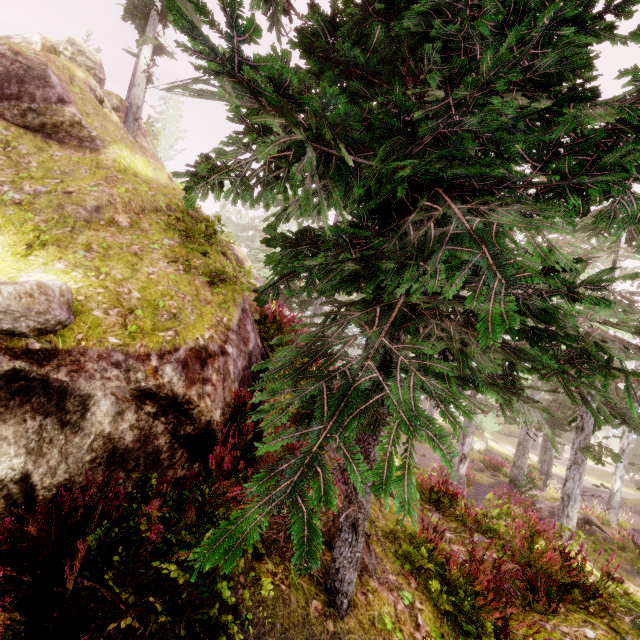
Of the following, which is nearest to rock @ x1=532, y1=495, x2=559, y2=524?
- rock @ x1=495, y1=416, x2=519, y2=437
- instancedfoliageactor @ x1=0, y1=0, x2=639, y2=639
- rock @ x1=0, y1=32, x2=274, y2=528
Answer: instancedfoliageactor @ x1=0, y1=0, x2=639, y2=639

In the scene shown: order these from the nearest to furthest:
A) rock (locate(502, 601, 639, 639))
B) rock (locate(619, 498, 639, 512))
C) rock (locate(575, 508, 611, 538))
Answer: rock (locate(502, 601, 639, 639)), rock (locate(575, 508, 611, 538)), rock (locate(619, 498, 639, 512))

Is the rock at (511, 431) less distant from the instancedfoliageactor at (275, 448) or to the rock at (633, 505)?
the instancedfoliageactor at (275, 448)

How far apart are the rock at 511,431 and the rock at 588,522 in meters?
30.9 m

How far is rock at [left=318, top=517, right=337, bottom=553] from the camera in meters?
4.1

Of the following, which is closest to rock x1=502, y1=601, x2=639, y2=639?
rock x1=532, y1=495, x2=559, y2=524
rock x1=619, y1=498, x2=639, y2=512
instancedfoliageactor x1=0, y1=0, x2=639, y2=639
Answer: instancedfoliageactor x1=0, y1=0, x2=639, y2=639

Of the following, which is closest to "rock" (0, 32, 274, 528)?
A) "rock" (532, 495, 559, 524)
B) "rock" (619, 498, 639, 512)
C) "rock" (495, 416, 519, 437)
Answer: "rock" (532, 495, 559, 524)

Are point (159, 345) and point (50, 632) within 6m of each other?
yes
